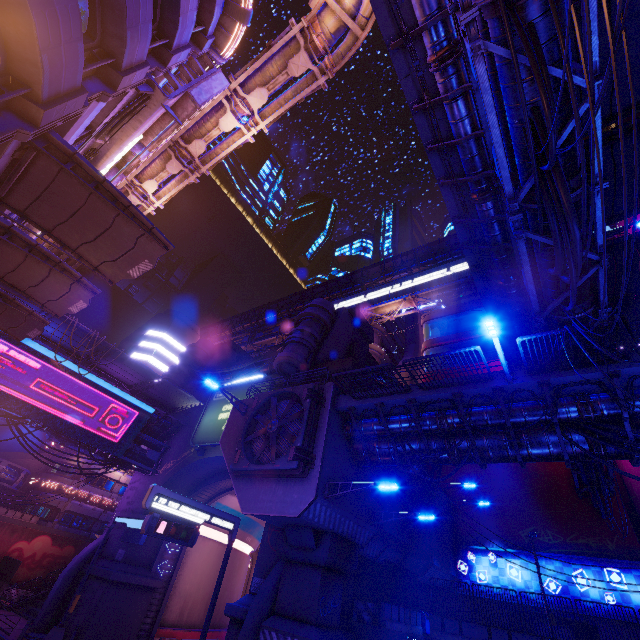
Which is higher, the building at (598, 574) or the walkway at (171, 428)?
the walkway at (171, 428)

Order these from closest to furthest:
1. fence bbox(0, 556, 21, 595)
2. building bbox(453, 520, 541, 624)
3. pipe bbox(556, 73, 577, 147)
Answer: pipe bbox(556, 73, 577, 147)
building bbox(453, 520, 541, 624)
fence bbox(0, 556, 21, 595)

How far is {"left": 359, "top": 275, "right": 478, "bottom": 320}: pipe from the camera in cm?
4310

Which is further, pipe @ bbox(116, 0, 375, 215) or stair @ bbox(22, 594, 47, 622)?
stair @ bbox(22, 594, 47, 622)

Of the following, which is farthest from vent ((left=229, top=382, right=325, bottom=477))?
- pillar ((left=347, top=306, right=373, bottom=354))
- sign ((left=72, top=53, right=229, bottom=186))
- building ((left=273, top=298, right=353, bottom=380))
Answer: pillar ((left=347, top=306, right=373, bottom=354))

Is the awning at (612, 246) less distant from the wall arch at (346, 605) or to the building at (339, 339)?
the wall arch at (346, 605)

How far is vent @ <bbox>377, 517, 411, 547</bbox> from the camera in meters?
18.5 m

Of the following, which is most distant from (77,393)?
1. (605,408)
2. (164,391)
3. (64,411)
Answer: (605,408)
